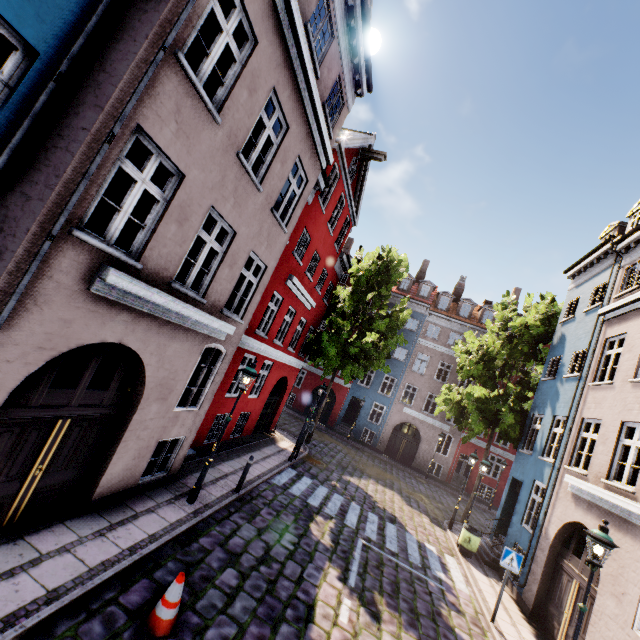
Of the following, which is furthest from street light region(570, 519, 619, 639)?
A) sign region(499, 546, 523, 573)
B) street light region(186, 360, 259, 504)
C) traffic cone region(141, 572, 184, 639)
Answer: street light region(186, 360, 259, 504)

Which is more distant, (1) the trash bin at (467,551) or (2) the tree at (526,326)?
(2) the tree at (526,326)

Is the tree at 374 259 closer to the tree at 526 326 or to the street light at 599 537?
the tree at 526 326

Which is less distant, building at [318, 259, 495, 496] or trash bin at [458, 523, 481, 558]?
trash bin at [458, 523, 481, 558]

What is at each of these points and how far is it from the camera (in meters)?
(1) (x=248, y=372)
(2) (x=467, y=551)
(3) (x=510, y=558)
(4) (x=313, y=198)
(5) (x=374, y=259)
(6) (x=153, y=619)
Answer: (1) street light, 8.40
(2) trash bin, 12.64
(3) sign, 8.92
(4) building, 12.62
(5) tree, 21.41
(6) traffic cone, 4.70

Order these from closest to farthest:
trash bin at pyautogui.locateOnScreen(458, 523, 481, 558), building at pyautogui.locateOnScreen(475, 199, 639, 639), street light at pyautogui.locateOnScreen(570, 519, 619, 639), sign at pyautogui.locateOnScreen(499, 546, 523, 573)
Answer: street light at pyautogui.locateOnScreen(570, 519, 619, 639)
building at pyautogui.locateOnScreen(475, 199, 639, 639)
sign at pyautogui.locateOnScreen(499, 546, 523, 573)
trash bin at pyautogui.locateOnScreen(458, 523, 481, 558)

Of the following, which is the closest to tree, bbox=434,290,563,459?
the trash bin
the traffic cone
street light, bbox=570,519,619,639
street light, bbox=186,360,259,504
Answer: the trash bin

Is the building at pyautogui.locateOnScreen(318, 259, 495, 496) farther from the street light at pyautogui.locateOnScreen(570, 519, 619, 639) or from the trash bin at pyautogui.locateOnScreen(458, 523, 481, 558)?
the street light at pyautogui.locateOnScreen(570, 519, 619, 639)
